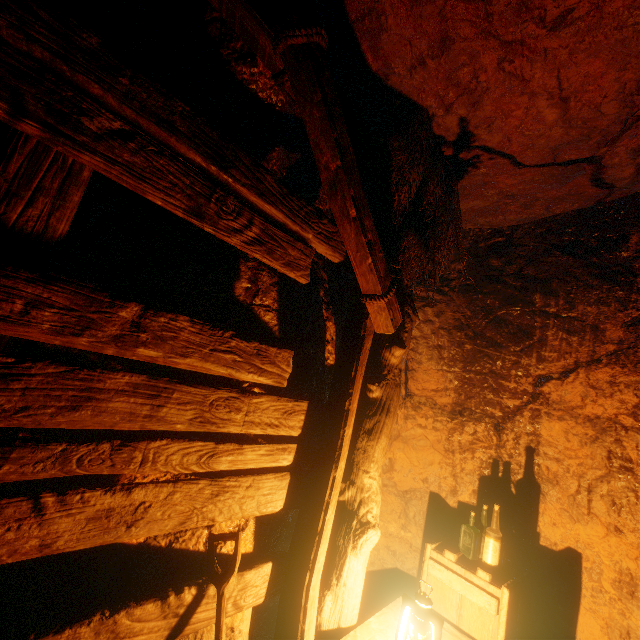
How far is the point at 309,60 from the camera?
1.63m

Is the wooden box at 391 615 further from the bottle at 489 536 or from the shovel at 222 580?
the shovel at 222 580

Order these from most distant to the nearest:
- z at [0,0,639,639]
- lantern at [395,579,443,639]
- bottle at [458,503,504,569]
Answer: bottle at [458,503,504,569], lantern at [395,579,443,639], z at [0,0,639,639]

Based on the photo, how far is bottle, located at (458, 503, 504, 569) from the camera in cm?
260

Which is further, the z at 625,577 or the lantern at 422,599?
the lantern at 422,599

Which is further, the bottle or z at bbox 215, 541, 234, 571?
the bottle

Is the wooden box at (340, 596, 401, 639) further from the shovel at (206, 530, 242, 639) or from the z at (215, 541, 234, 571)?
the shovel at (206, 530, 242, 639)
